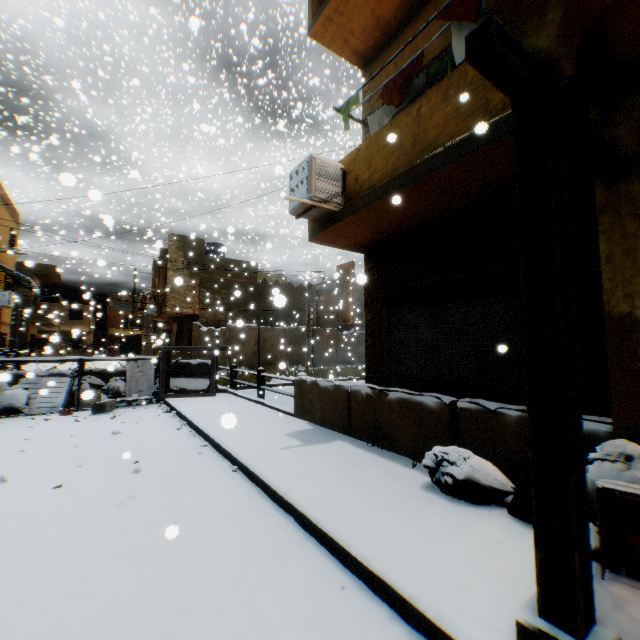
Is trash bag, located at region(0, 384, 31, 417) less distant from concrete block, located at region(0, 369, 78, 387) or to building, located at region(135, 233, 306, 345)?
concrete block, located at region(0, 369, 78, 387)

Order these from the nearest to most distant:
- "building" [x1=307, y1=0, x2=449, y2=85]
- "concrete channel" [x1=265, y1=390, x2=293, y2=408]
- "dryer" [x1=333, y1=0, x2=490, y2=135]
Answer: "dryer" [x1=333, y1=0, x2=490, y2=135], "building" [x1=307, y1=0, x2=449, y2=85], "concrete channel" [x1=265, y1=390, x2=293, y2=408]

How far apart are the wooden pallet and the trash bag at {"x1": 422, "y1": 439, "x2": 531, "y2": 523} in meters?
9.6 m

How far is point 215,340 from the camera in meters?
19.0

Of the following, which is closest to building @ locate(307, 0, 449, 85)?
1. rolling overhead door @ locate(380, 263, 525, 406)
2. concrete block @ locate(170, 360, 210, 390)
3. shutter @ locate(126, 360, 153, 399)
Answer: rolling overhead door @ locate(380, 263, 525, 406)

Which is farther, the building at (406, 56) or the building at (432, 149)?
the building at (406, 56)

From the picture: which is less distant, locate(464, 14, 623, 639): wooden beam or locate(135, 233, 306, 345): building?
locate(464, 14, 623, 639): wooden beam

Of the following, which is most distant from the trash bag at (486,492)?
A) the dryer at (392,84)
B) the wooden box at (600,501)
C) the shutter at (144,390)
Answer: the shutter at (144,390)
